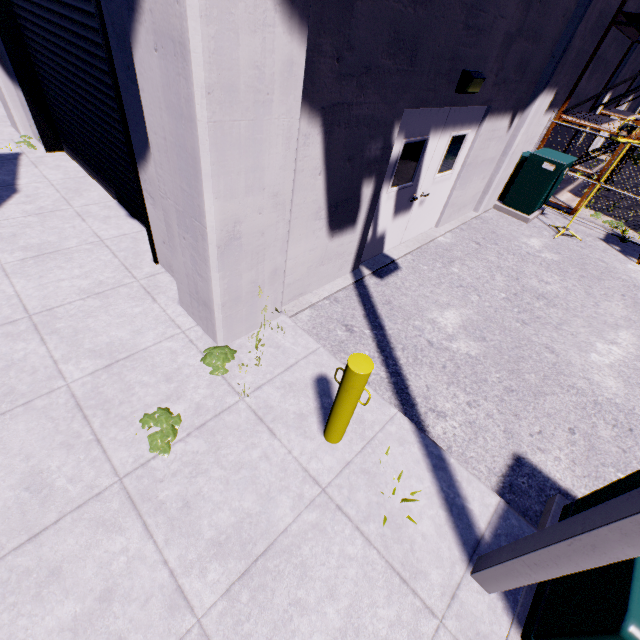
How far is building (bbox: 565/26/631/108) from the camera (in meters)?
8.85

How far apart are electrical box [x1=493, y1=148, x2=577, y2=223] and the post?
8.66m

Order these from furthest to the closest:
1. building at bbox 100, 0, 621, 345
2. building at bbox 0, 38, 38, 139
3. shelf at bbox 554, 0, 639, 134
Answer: shelf at bbox 554, 0, 639, 134
building at bbox 0, 38, 38, 139
building at bbox 100, 0, 621, 345

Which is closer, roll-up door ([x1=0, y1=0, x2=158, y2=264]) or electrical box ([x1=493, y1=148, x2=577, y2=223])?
roll-up door ([x1=0, y1=0, x2=158, y2=264])

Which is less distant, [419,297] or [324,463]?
[324,463]

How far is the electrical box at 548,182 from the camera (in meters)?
8.17

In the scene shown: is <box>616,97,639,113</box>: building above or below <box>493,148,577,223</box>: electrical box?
above

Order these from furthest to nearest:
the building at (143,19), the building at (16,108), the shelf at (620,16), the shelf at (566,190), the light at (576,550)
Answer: the shelf at (566,190) < the shelf at (620,16) < the building at (16,108) < the building at (143,19) < the light at (576,550)
